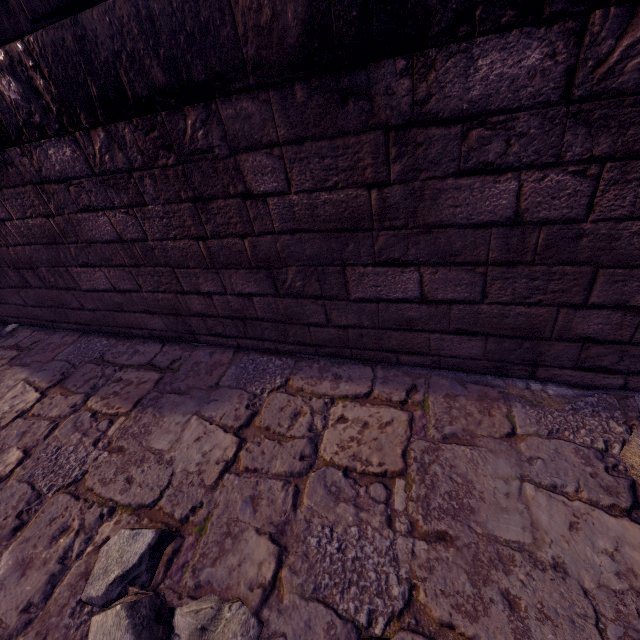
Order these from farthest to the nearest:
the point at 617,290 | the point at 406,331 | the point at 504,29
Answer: the point at 406,331 → the point at 617,290 → the point at 504,29
